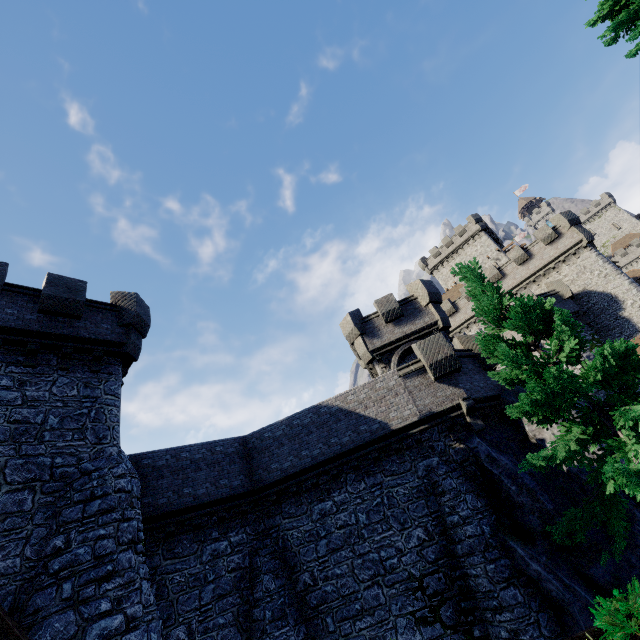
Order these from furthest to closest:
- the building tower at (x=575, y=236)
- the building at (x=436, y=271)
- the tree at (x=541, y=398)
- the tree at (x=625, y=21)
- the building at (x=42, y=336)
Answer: the building at (x=436, y=271), the building tower at (x=575, y=236), the tree at (x=625, y=21), the building at (x=42, y=336), the tree at (x=541, y=398)

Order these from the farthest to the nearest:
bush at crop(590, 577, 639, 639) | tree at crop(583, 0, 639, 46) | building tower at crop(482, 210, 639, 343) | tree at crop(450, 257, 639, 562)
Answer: building tower at crop(482, 210, 639, 343) → tree at crop(583, 0, 639, 46) → tree at crop(450, 257, 639, 562) → bush at crop(590, 577, 639, 639)

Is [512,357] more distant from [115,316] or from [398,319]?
[115,316]

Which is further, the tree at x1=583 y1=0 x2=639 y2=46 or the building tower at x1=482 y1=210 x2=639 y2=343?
the building tower at x1=482 y1=210 x2=639 y2=343

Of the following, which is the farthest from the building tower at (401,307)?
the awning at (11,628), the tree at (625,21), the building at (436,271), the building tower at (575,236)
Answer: the building at (436,271)

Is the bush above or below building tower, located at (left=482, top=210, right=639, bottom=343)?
below

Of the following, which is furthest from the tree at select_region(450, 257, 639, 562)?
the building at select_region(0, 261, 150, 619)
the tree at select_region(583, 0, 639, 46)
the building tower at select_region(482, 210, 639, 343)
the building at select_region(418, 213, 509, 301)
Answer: the building at select_region(418, 213, 509, 301)

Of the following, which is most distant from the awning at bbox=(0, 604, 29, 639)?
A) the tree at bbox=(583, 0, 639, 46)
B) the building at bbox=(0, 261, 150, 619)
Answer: the tree at bbox=(583, 0, 639, 46)
